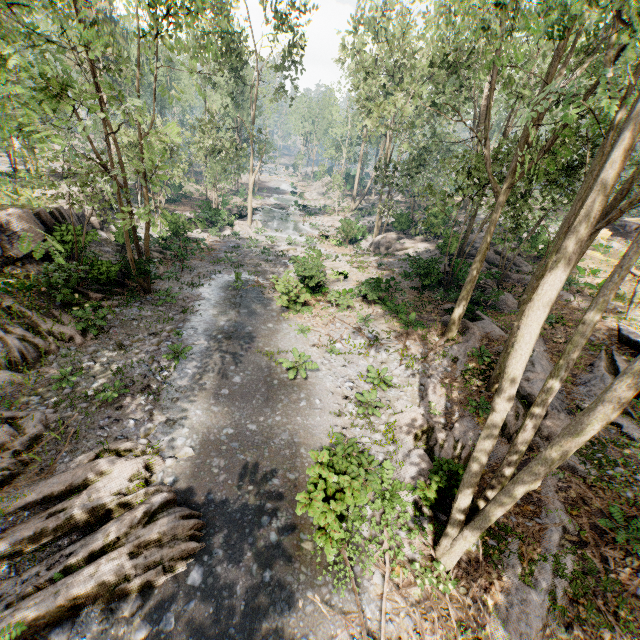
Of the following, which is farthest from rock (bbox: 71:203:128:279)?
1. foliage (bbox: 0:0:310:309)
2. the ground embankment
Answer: the ground embankment

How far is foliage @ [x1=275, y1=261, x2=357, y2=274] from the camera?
19.8m

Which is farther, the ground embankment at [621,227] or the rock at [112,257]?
the ground embankment at [621,227]

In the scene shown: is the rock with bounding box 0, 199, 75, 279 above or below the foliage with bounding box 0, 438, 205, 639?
above

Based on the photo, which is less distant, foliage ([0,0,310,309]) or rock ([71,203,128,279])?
foliage ([0,0,310,309])

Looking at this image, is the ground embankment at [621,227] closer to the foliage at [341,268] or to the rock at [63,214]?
the foliage at [341,268]

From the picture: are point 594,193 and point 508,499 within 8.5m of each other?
yes
